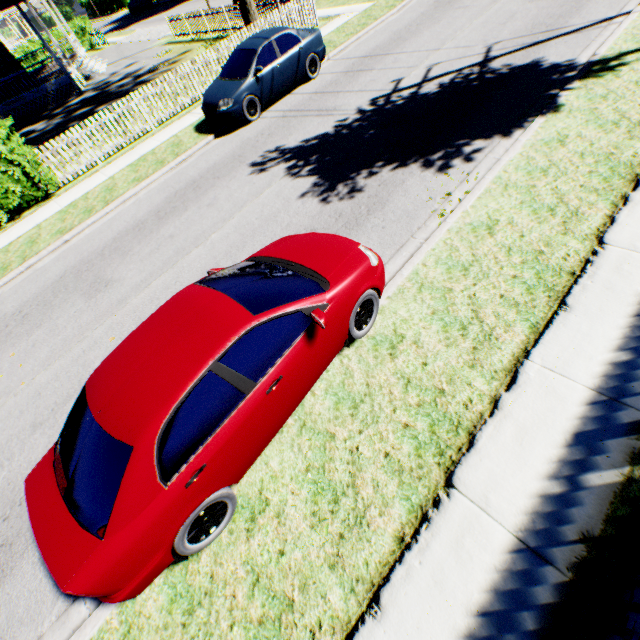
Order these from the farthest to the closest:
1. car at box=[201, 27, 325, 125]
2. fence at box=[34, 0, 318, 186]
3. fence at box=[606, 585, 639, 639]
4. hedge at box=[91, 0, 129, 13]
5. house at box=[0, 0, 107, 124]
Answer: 1. hedge at box=[91, 0, 129, 13]
2. house at box=[0, 0, 107, 124]
3. fence at box=[34, 0, 318, 186]
4. car at box=[201, 27, 325, 125]
5. fence at box=[606, 585, 639, 639]

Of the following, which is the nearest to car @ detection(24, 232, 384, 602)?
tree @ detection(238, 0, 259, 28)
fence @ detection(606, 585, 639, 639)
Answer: fence @ detection(606, 585, 639, 639)

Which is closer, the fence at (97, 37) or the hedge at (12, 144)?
the hedge at (12, 144)

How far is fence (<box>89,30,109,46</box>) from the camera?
31.5 meters

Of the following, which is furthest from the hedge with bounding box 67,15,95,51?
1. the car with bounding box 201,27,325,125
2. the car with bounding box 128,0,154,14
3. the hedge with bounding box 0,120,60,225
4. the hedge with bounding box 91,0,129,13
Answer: the car with bounding box 201,27,325,125

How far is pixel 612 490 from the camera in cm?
296

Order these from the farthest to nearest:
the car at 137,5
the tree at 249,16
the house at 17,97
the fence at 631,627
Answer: the car at 137,5
the house at 17,97
the tree at 249,16
the fence at 631,627

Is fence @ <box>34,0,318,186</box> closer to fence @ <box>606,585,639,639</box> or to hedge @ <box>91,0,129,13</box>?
fence @ <box>606,585,639,639</box>
